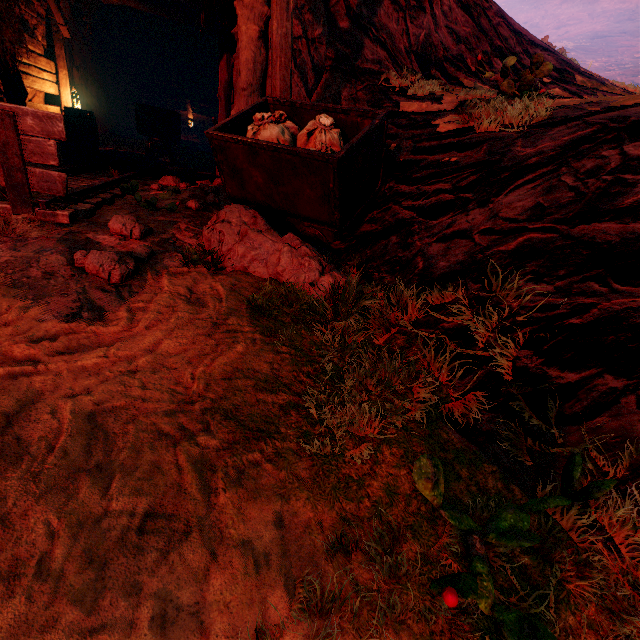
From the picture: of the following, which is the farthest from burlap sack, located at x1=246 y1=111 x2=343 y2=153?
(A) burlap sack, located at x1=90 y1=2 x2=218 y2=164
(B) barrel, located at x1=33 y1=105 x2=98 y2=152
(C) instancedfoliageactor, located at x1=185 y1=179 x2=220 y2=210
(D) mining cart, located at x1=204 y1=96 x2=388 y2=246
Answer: (A) burlap sack, located at x1=90 y1=2 x2=218 y2=164

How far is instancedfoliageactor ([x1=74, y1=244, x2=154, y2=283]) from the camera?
2.5m

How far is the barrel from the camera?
8.0m

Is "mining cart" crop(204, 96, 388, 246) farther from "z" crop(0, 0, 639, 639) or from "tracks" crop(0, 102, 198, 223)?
"tracks" crop(0, 102, 198, 223)

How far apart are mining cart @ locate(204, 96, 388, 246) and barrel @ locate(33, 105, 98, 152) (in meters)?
7.21

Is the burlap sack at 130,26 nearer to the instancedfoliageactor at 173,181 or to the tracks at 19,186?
the tracks at 19,186

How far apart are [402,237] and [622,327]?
1.8m

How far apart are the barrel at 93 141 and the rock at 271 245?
7.4 meters
